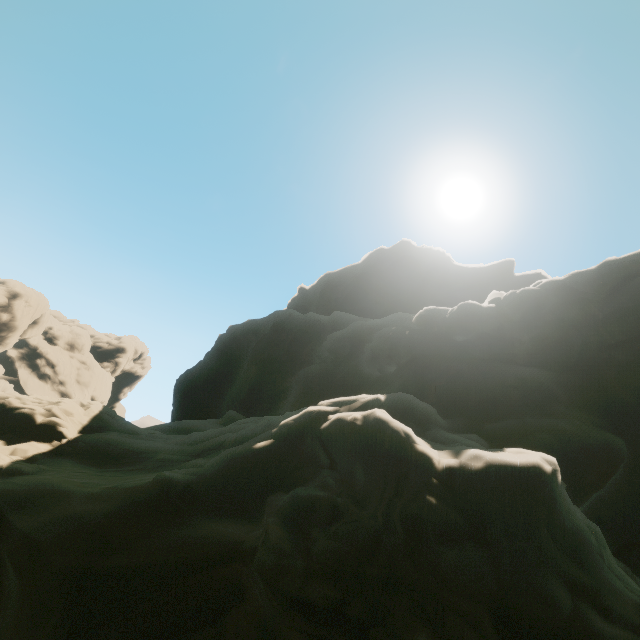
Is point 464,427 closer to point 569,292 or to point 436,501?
point 436,501
